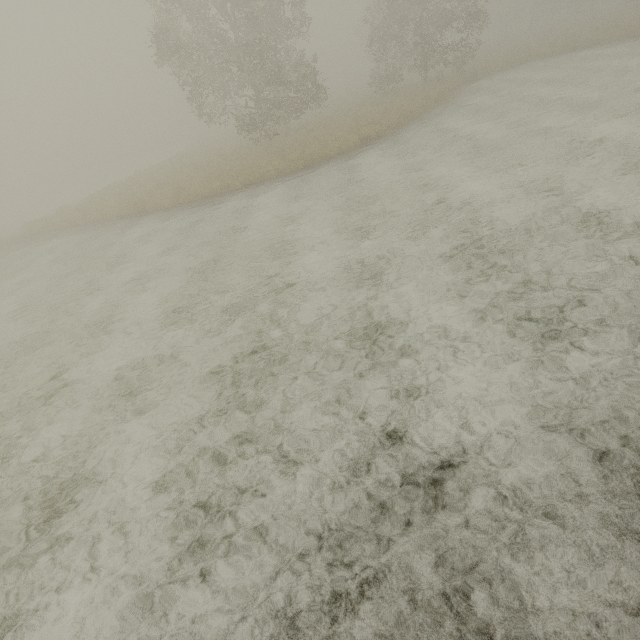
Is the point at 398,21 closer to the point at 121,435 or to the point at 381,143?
the point at 381,143
